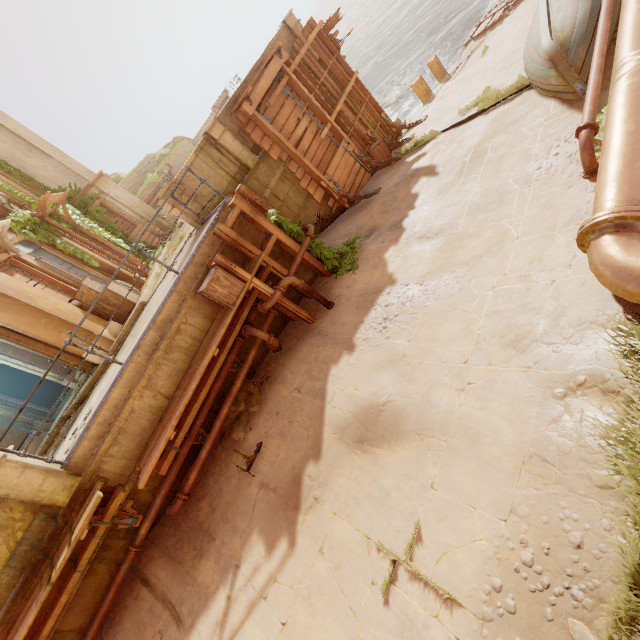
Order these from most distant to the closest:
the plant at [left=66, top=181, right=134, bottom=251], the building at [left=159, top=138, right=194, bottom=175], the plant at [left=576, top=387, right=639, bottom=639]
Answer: the building at [left=159, top=138, right=194, bottom=175] → the plant at [left=66, top=181, right=134, bottom=251] → the plant at [left=576, top=387, right=639, bottom=639]

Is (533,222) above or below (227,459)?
below

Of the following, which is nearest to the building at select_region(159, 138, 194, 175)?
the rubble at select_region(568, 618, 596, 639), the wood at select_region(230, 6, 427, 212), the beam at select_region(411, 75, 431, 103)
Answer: the wood at select_region(230, 6, 427, 212)

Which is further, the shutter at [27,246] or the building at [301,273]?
the shutter at [27,246]

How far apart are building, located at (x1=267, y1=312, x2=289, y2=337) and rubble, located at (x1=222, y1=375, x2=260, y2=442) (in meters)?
0.01

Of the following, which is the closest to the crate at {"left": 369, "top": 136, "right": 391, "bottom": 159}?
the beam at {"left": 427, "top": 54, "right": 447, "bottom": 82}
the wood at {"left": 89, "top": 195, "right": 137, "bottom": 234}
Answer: the beam at {"left": 427, "top": 54, "right": 447, "bottom": 82}

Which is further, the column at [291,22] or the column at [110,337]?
the column at [291,22]

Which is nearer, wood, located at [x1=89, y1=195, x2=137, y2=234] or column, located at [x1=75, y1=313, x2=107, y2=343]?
column, located at [x1=75, y1=313, x2=107, y2=343]
